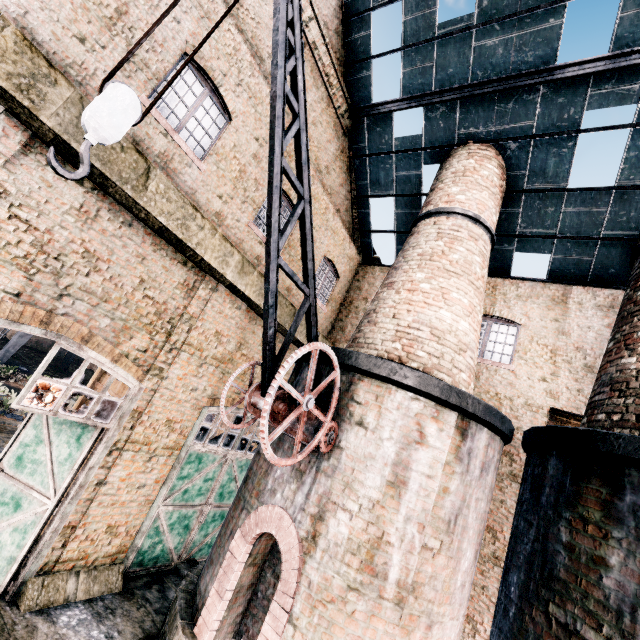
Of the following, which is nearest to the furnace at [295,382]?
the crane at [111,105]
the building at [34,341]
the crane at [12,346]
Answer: the crane at [111,105]

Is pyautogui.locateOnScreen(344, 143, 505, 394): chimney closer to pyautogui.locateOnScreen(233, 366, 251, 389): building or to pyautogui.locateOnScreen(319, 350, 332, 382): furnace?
pyautogui.locateOnScreen(233, 366, 251, 389): building

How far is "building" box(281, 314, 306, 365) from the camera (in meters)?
12.51

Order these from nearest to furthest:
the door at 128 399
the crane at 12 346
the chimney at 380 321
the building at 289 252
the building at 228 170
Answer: the building at 228 170, the door at 128 399, the chimney at 380 321, the building at 289 252, the crane at 12 346

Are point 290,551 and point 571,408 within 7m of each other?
no

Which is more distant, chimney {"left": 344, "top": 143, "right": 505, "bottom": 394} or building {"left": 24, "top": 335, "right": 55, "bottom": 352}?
building {"left": 24, "top": 335, "right": 55, "bottom": 352}

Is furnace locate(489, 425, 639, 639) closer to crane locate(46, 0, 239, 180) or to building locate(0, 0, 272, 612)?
crane locate(46, 0, 239, 180)

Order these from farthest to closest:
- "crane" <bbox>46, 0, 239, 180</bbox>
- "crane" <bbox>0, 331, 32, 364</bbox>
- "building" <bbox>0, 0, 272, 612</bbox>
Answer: "crane" <bbox>0, 331, 32, 364</bbox> → "building" <bbox>0, 0, 272, 612</bbox> → "crane" <bbox>46, 0, 239, 180</bbox>
